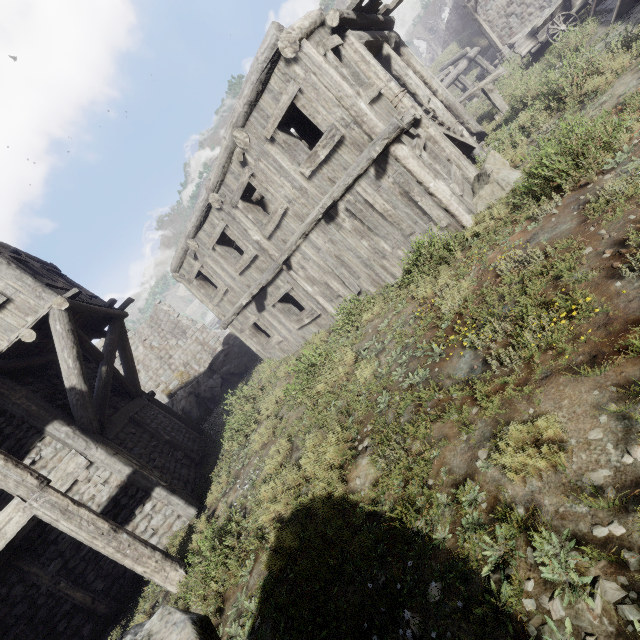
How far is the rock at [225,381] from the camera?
17.73m

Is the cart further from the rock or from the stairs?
the rock

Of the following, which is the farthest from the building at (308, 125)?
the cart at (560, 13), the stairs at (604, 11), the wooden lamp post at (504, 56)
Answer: the stairs at (604, 11)

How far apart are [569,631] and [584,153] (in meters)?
6.39

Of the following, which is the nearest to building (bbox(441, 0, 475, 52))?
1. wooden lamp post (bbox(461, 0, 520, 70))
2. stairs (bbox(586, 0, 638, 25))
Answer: wooden lamp post (bbox(461, 0, 520, 70))

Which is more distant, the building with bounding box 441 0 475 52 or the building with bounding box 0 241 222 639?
the building with bounding box 441 0 475 52

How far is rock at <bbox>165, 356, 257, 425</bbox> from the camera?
17.7m

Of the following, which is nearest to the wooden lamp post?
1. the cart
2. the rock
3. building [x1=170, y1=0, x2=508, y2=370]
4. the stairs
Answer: building [x1=170, y1=0, x2=508, y2=370]
